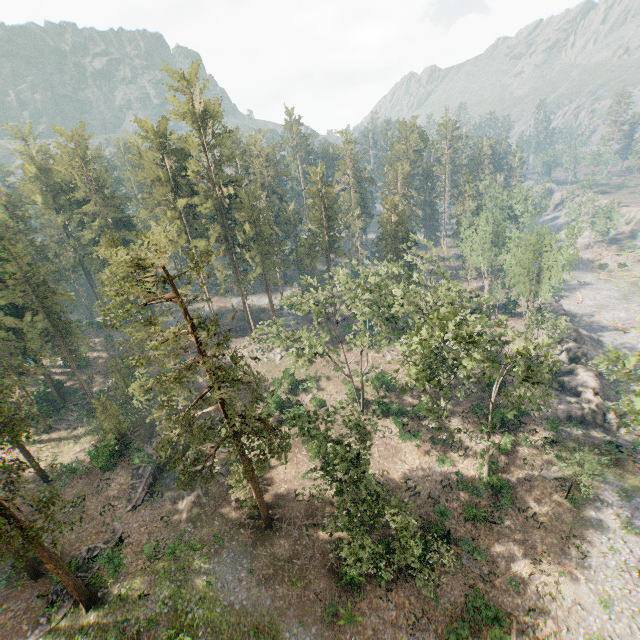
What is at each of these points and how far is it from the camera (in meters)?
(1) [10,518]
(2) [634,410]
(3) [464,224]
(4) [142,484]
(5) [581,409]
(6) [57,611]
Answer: (1) foliage, 17.28
(2) foliage, 22.97
(3) foliage, 51.91
(4) ground embankment, 33.38
(5) rock, 36.88
(6) ground embankment, 23.92

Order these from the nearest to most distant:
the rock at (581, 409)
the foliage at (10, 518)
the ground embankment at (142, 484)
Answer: the foliage at (10, 518) → the ground embankment at (142, 484) → the rock at (581, 409)

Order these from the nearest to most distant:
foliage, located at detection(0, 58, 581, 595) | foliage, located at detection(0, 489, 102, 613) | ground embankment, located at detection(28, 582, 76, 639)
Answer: foliage, located at detection(0, 489, 102, 613) → foliage, located at detection(0, 58, 581, 595) → ground embankment, located at detection(28, 582, 76, 639)

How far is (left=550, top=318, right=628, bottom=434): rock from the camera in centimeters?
3634cm

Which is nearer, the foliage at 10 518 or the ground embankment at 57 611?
the foliage at 10 518

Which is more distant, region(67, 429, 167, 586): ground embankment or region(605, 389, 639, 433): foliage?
region(67, 429, 167, 586): ground embankment

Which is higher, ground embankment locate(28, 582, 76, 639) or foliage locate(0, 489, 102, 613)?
foliage locate(0, 489, 102, 613)
